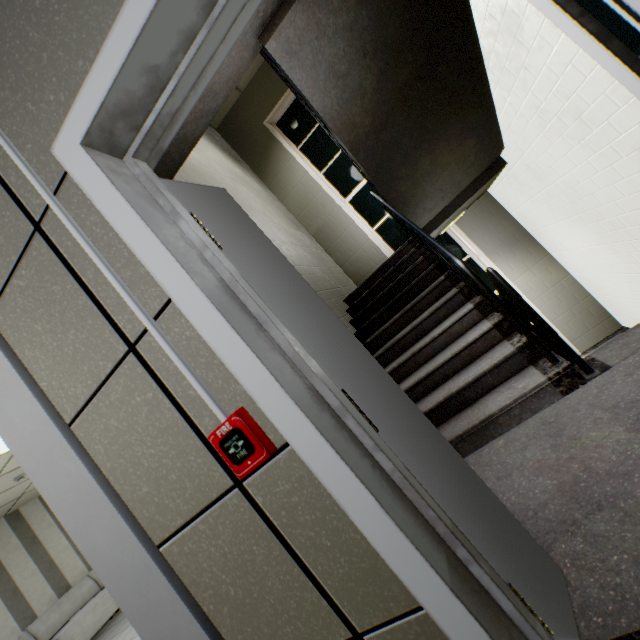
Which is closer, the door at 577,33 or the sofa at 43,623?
the door at 577,33

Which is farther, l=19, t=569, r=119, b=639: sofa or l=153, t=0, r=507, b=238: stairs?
l=19, t=569, r=119, b=639: sofa

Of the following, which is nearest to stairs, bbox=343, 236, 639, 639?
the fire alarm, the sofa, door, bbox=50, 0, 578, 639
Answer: door, bbox=50, 0, 578, 639

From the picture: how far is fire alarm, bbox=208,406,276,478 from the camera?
0.8m

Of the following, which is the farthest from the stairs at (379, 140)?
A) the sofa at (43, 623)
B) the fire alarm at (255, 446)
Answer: the sofa at (43, 623)

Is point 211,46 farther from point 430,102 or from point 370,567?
point 430,102

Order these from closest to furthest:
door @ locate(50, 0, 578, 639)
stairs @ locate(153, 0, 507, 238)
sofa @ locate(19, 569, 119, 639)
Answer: door @ locate(50, 0, 578, 639)
stairs @ locate(153, 0, 507, 238)
sofa @ locate(19, 569, 119, 639)

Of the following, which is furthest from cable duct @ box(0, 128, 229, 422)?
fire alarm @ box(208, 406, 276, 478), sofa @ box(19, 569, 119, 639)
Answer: sofa @ box(19, 569, 119, 639)
